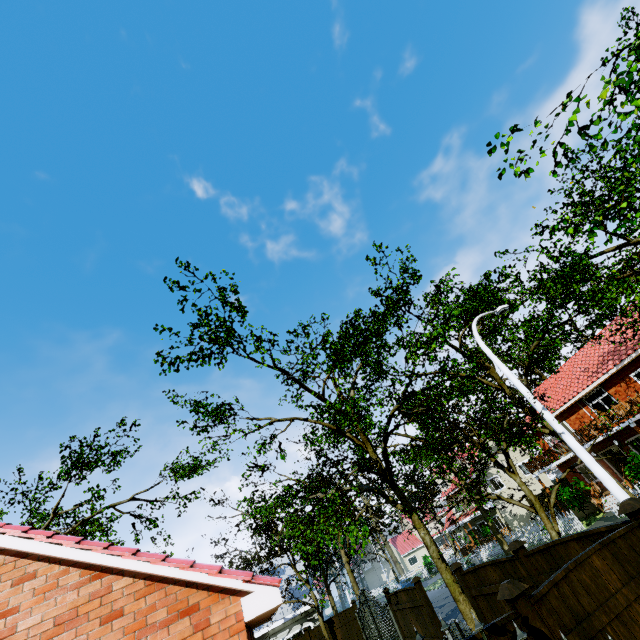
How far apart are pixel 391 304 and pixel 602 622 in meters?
13.7 m

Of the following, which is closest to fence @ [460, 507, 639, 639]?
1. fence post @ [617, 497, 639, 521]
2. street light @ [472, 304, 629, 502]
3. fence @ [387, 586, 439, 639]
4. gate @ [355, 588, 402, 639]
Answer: fence post @ [617, 497, 639, 521]

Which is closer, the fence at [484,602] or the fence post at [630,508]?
the fence at [484,602]

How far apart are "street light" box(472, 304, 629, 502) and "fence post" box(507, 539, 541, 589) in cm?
302

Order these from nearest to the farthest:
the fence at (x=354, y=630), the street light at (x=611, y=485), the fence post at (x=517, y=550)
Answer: the fence post at (x=517, y=550) → the street light at (x=611, y=485) → the fence at (x=354, y=630)

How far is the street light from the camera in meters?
7.9

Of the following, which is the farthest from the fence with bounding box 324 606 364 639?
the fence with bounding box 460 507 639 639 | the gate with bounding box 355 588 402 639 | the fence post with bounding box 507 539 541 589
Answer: the fence post with bounding box 507 539 541 589

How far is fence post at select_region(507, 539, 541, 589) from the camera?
6.4 meters
